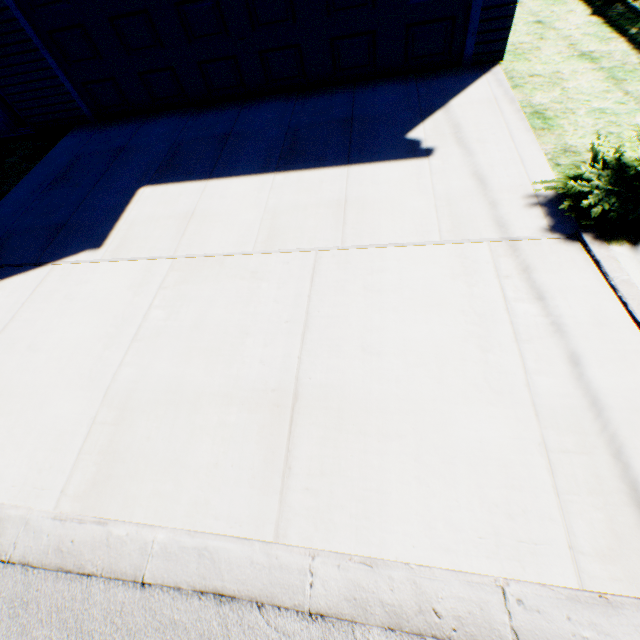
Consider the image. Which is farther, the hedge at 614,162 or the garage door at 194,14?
the garage door at 194,14

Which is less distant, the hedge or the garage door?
the hedge

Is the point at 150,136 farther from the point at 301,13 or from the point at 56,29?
the point at 301,13
